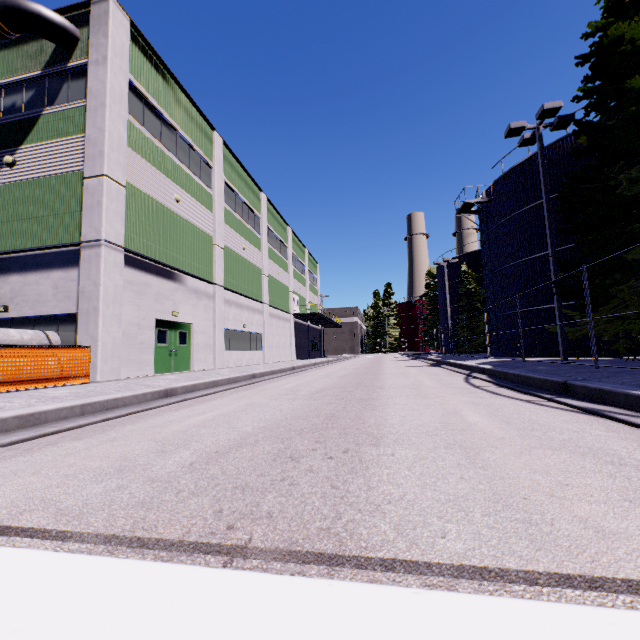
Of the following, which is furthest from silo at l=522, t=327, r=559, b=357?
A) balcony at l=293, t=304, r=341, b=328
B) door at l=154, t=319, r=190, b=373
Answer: balcony at l=293, t=304, r=341, b=328

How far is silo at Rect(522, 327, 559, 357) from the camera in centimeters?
1812cm

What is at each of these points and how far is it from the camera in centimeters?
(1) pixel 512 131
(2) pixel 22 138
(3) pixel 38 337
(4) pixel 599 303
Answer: (1) light, 1362cm
(2) building, 1310cm
(3) concrete pipe stack, 1057cm
(4) tree, 1235cm

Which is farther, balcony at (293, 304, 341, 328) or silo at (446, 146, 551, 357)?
balcony at (293, 304, 341, 328)

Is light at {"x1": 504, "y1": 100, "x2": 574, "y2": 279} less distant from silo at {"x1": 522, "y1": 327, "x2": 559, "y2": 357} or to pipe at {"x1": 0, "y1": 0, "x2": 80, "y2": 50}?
silo at {"x1": 522, "y1": 327, "x2": 559, "y2": 357}

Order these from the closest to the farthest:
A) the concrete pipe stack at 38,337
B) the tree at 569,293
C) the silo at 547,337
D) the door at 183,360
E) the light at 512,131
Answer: the concrete pipe stack at 38,337
the tree at 569,293
the light at 512,131
the door at 183,360
the silo at 547,337

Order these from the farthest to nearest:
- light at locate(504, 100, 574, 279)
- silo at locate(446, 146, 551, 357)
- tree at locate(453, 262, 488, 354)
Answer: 1. tree at locate(453, 262, 488, 354)
2. silo at locate(446, 146, 551, 357)
3. light at locate(504, 100, 574, 279)

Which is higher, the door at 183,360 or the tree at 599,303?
the tree at 599,303
